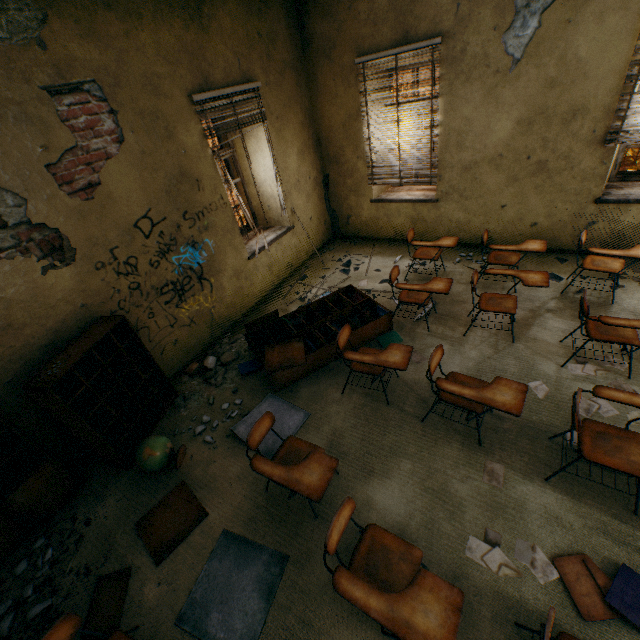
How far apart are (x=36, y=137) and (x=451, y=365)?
4.65m

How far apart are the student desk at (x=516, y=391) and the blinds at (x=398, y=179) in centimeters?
361cm

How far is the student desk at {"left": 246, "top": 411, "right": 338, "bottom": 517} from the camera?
2.2 meters

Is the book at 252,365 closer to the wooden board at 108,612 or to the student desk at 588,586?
the wooden board at 108,612

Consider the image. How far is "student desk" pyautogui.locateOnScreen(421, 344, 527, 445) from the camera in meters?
2.5 m

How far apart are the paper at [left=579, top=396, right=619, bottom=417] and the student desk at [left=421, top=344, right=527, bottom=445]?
0.9m

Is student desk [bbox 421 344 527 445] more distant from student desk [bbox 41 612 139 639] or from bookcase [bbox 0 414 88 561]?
bookcase [bbox 0 414 88 561]

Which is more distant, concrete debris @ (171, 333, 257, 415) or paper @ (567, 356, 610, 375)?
concrete debris @ (171, 333, 257, 415)
